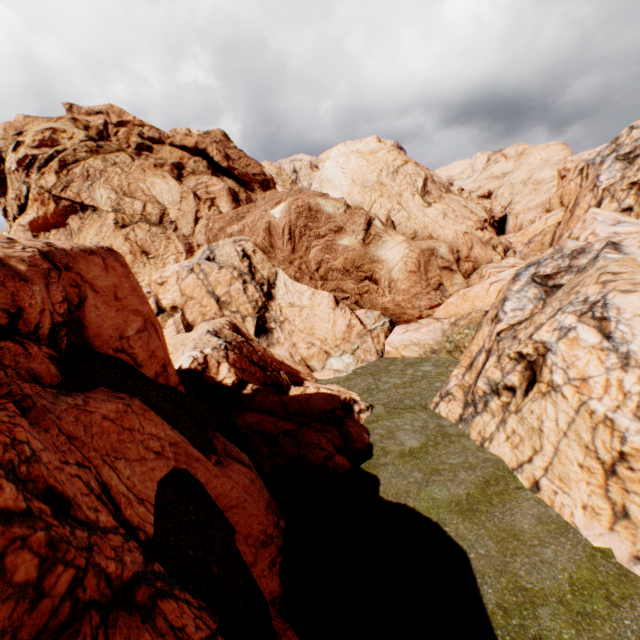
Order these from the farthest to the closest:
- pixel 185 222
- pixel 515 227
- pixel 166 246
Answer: pixel 515 227
pixel 185 222
pixel 166 246
